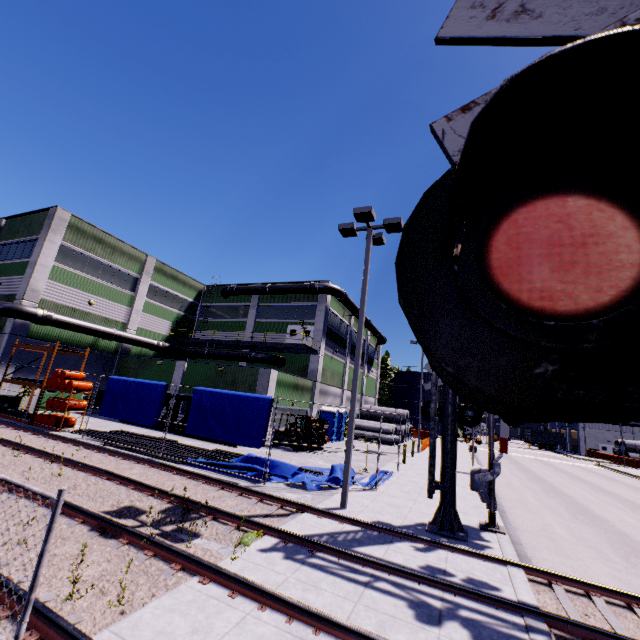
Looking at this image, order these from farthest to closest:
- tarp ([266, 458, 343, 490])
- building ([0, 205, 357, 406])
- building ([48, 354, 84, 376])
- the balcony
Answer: the balcony → building ([48, 354, 84, 376]) → building ([0, 205, 357, 406]) → tarp ([266, 458, 343, 490])

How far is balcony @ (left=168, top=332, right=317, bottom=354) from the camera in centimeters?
2839cm

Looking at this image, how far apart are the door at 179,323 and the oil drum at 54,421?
15.6m

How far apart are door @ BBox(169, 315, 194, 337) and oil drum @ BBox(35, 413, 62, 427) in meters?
15.6 m

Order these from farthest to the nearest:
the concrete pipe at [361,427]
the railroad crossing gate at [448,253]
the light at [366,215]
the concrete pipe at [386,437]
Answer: the concrete pipe at [361,427] → the concrete pipe at [386,437] → the light at [366,215] → the railroad crossing gate at [448,253]

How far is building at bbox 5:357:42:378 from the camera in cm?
2233

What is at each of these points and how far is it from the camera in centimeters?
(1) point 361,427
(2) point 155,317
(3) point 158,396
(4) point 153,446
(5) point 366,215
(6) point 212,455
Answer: (1) concrete pipe, 3434cm
(2) building, 3241cm
(3) tarp, 1473cm
(4) pipe, 1490cm
(5) light, 1145cm
(6) pipe, 1591cm
